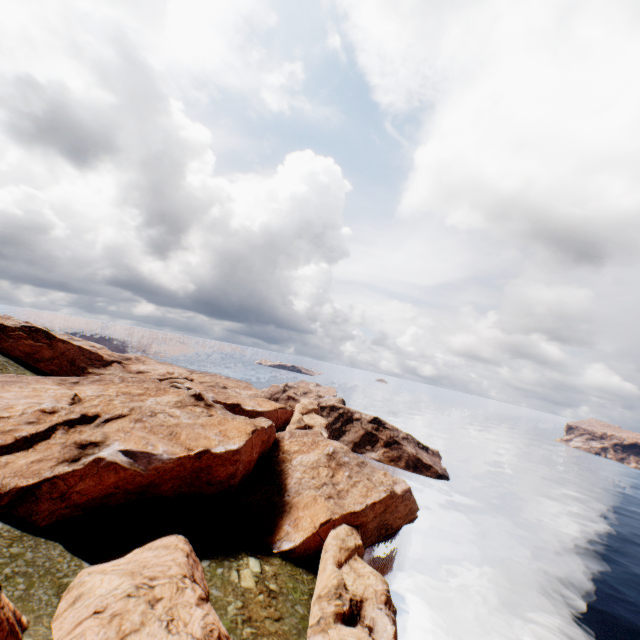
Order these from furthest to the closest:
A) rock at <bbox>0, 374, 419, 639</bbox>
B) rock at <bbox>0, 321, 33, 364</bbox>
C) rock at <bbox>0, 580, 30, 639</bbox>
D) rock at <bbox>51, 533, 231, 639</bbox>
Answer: rock at <bbox>0, 321, 33, 364</bbox> → rock at <bbox>0, 374, 419, 639</bbox> → rock at <bbox>51, 533, 231, 639</bbox> → rock at <bbox>0, 580, 30, 639</bbox>

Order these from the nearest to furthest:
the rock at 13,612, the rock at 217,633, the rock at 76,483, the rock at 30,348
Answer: the rock at 13,612, the rock at 217,633, the rock at 76,483, the rock at 30,348

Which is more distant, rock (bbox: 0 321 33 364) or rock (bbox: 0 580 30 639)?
rock (bbox: 0 321 33 364)

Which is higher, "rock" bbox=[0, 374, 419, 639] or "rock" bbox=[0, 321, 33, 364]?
"rock" bbox=[0, 321, 33, 364]

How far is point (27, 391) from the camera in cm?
4238

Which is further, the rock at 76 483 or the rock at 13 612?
the rock at 76 483
